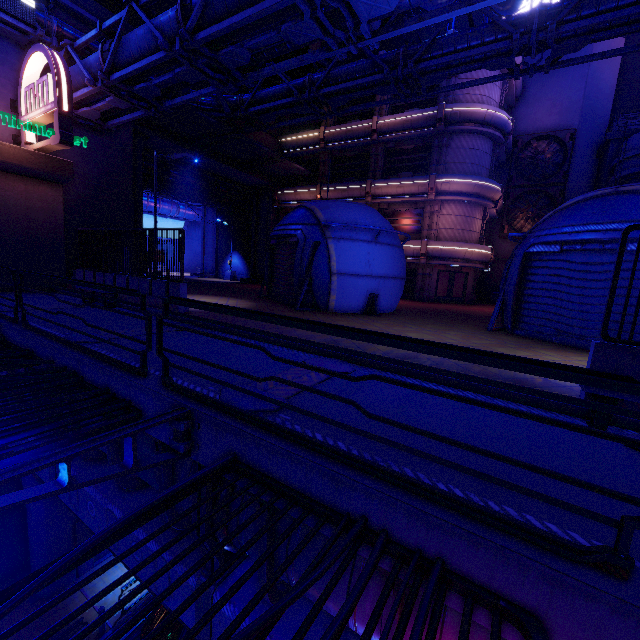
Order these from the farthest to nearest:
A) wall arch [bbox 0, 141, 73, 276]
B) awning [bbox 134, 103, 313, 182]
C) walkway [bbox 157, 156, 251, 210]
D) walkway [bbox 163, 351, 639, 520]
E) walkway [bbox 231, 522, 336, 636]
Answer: walkway [bbox 157, 156, 251, 210], awning [bbox 134, 103, 313, 182], wall arch [bbox 0, 141, 73, 276], walkway [bbox 231, 522, 336, 636], walkway [bbox 163, 351, 639, 520]

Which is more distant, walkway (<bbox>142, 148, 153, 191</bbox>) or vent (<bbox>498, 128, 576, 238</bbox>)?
vent (<bbox>498, 128, 576, 238</bbox>)

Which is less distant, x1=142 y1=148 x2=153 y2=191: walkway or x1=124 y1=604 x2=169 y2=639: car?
x1=124 y1=604 x2=169 y2=639: car

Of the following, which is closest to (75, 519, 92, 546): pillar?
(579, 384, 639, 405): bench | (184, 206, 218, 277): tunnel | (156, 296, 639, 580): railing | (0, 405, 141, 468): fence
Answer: (0, 405, 141, 468): fence

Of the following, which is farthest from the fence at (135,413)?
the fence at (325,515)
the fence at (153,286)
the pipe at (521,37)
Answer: the pipe at (521,37)

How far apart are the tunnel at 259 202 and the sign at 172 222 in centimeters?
1629cm

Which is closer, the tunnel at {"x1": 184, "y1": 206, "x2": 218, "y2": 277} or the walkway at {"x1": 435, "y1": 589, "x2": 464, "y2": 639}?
the walkway at {"x1": 435, "y1": 589, "x2": 464, "y2": 639}

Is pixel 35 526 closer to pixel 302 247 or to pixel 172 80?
pixel 302 247
